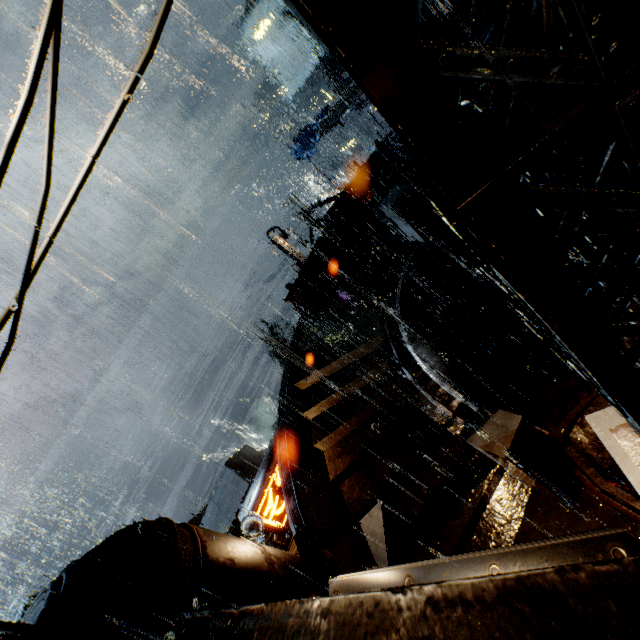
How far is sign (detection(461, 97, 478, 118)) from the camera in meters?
10.7

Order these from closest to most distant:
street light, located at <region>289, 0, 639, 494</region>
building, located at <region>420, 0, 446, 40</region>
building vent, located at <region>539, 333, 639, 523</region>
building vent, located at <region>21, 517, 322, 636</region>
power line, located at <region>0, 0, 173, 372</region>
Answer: street light, located at <region>289, 0, 639, 494</region> → power line, located at <region>0, 0, 173, 372</region> → building vent, located at <region>21, 517, 322, 636</region> → building vent, located at <region>539, 333, 639, 523</region> → building, located at <region>420, 0, 446, 40</region>

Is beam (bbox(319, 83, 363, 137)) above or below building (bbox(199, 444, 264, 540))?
above

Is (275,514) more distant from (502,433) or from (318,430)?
(502,433)

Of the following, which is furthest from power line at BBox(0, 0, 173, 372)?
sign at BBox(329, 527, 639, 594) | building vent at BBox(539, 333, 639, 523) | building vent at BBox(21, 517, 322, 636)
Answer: building vent at BBox(539, 333, 639, 523)

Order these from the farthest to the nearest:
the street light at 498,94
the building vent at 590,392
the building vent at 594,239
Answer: the building vent at 594,239, the building vent at 590,392, the street light at 498,94

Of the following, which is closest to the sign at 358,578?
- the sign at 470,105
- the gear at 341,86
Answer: the sign at 470,105

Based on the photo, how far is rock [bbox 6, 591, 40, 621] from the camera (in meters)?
45.66
